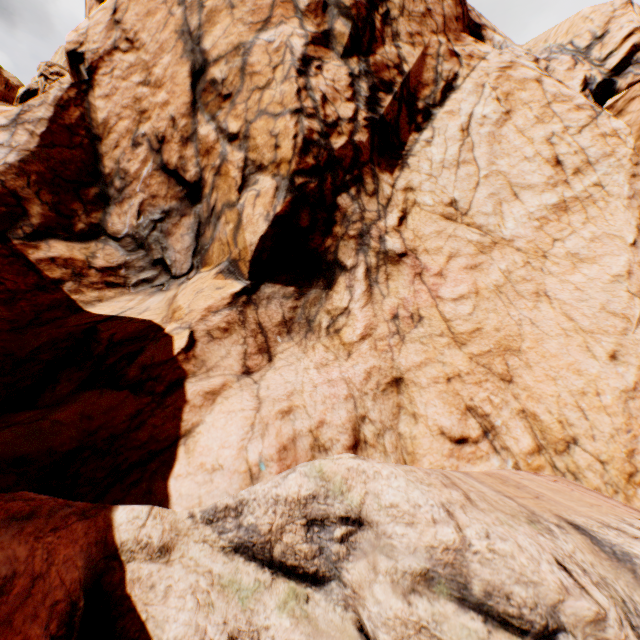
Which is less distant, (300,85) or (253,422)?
(253,422)
